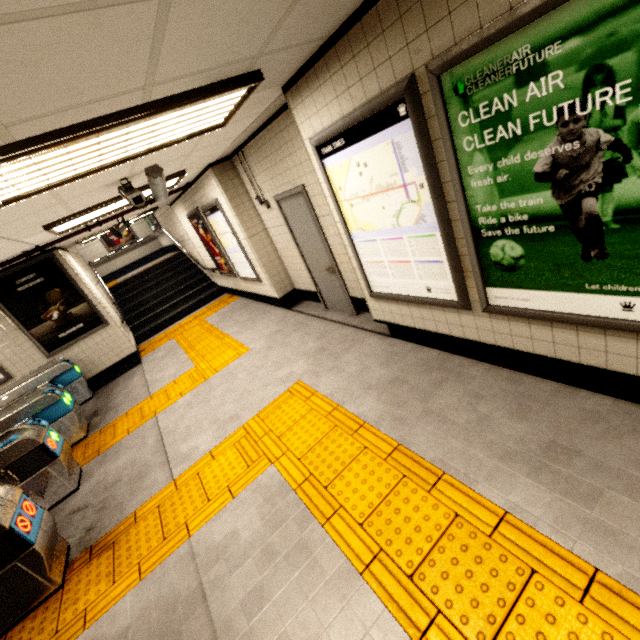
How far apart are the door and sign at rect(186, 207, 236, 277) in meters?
3.0 m

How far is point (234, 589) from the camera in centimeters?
228cm

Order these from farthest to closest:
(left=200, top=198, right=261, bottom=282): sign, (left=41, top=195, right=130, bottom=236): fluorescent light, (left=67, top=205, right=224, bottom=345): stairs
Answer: (left=67, top=205, right=224, bottom=345): stairs → (left=200, top=198, right=261, bottom=282): sign → (left=41, top=195, right=130, bottom=236): fluorescent light

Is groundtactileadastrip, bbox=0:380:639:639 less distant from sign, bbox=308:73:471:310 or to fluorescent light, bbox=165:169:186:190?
sign, bbox=308:73:471:310

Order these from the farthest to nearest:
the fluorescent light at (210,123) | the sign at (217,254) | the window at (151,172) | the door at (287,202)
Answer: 1. the sign at (217,254)
2. the door at (287,202)
3. the window at (151,172)
4. the fluorescent light at (210,123)

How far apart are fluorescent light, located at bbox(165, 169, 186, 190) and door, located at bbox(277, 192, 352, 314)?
1.4m

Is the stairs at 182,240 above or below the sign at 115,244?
below

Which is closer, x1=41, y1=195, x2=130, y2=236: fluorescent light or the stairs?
x1=41, y1=195, x2=130, y2=236: fluorescent light
